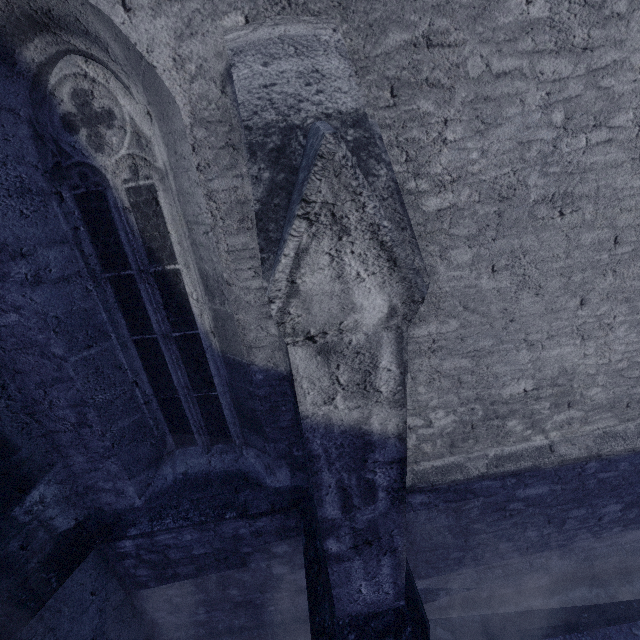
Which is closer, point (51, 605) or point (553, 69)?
point (553, 69)
